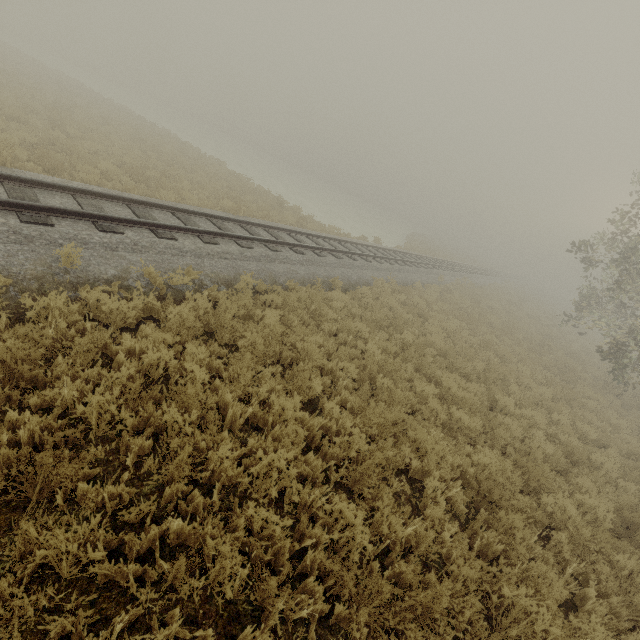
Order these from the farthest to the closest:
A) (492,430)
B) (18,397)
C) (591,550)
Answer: (492,430) < (591,550) < (18,397)
